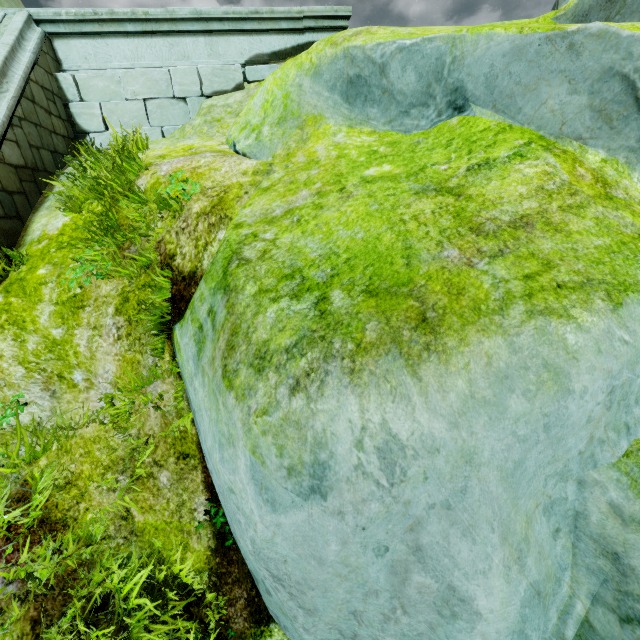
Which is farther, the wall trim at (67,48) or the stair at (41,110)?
the wall trim at (67,48)

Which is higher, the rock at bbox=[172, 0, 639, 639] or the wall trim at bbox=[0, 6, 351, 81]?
the wall trim at bbox=[0, 6, 351, 81]

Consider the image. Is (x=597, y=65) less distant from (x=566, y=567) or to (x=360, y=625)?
(x=566, y=567)

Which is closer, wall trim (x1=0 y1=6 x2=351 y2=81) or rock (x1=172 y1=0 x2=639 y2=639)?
rock (x1=172 y1=0 x2=639 y2=639)

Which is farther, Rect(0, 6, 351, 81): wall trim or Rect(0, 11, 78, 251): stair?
Rect(0, 6, 351, 81): wall trim

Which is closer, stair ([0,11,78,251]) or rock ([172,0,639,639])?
rock ([172,0,639,639])

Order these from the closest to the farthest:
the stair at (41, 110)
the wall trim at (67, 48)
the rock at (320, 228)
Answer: the rock at (320, 228) < the stair at (41, 110) < the wall trim at (67, 48)

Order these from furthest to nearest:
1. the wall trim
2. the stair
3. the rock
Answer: the wall trim → the stair → the rock
